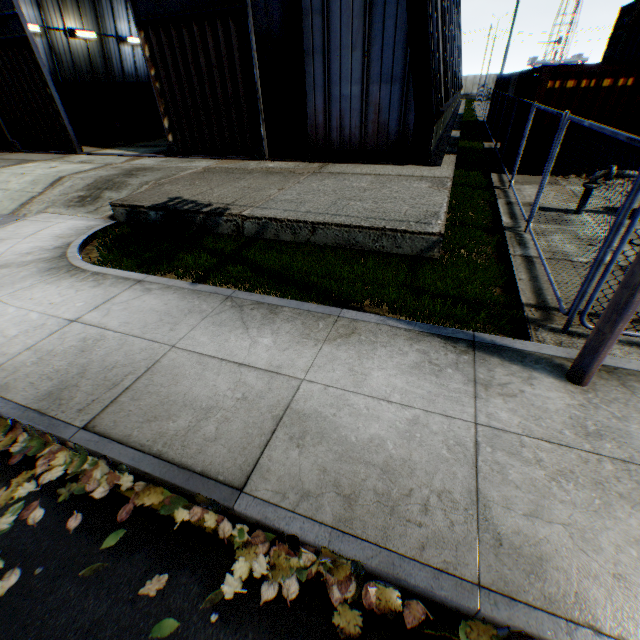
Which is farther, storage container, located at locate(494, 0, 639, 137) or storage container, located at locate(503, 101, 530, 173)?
storage container, located at locate(503, 101, 530, 173)

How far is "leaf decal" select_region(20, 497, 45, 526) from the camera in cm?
272

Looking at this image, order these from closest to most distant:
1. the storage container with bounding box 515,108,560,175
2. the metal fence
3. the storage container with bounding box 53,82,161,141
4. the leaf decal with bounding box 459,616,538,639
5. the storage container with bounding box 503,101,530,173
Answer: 1. the leaf decal with bounding box 459,616,538,639
2. the metal fence
3. the storage container with bounding box 515,108,560,175
4. the storage container with bounding box 503,101,530,173
5. the storage container with bounding box 53,82,161,141

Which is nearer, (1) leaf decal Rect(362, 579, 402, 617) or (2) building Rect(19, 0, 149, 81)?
(1) leaf decal Rect(362, 579, 402, 617)

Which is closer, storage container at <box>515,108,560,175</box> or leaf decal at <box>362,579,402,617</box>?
leaf decal at <box>362,579,402,617</box>

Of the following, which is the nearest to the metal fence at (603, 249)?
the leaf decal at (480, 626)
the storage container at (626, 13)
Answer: the storage container at (626, 13)

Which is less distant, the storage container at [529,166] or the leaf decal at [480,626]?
the leaf decal at [480,626]

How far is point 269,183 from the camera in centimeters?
939cm
